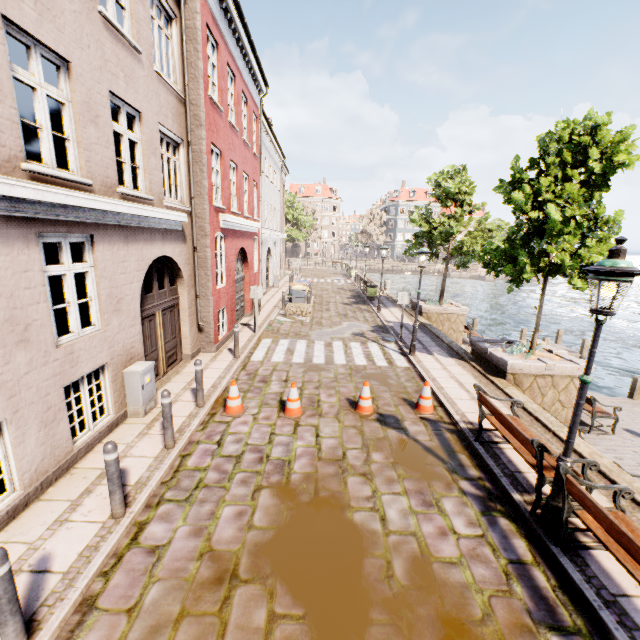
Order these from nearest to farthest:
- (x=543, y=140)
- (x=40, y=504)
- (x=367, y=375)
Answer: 1. (x=40, y=504)
2. (x=543, y=140)
3. (x=367, y=375)

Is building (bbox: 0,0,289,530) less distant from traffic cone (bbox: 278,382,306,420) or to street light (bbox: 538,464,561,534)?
traffic cone (bbox: 278,382,306,420)

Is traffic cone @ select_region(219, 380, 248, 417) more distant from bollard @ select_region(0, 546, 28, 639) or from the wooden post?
the wooden post

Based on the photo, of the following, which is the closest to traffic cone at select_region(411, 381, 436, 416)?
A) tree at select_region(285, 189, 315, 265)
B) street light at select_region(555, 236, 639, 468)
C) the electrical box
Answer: street light at select_region(555, 236, 639, 468)

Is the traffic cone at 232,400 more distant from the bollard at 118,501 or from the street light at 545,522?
the street light at 545,522

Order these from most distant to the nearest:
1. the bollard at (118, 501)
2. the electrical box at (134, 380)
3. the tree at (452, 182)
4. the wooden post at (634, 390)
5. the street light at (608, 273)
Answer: the wooden post at (634, 390), the tree at (452, 182), the electrical box at (134, 380), the bollard at (118, 501), the street light at (608, 273)

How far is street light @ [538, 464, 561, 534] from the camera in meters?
4.2 m

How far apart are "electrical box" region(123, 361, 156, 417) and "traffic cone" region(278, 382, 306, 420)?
2.7 meters
